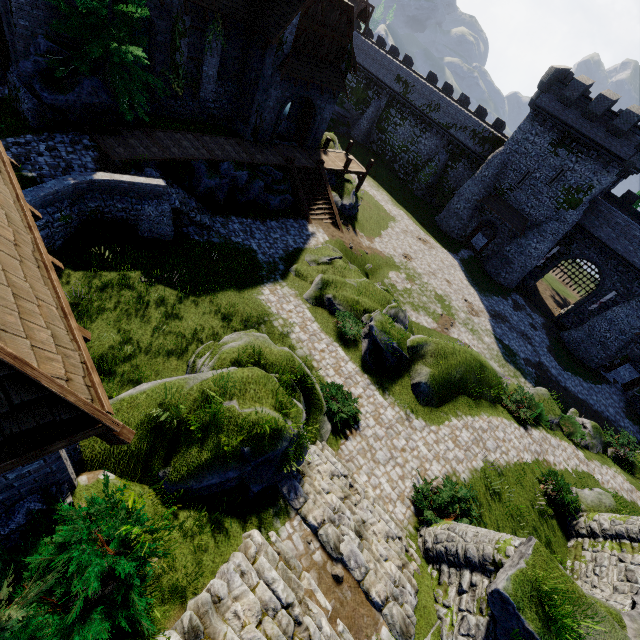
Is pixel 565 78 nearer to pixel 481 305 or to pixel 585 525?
pixel 481 305

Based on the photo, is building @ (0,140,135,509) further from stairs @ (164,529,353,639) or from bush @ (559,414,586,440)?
bush @ (559,414,586,440)

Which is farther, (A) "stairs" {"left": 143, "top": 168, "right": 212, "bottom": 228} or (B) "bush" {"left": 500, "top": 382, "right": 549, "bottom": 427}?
(B) "bush" {"left": 500, "top": 382, "right": 549, "bottom": 427}

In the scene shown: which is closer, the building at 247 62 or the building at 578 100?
the building at 247 62

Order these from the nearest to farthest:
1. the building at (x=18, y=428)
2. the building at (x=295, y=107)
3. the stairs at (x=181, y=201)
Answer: the building at (x=18, y=428), the stairs at (x=181, y=201), the building at (x=295, y=107)

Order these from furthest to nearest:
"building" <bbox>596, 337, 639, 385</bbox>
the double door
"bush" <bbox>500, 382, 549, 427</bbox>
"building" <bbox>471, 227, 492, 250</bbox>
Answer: "building" <bbox>471, 227, 492, 250</bbox>
"building" <bbox>596, 337, 639, 385</bbox>
the double door
"bush" <bbox>500, 382, 549, 427</bbox>

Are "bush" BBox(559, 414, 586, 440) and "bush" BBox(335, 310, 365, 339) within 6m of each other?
no

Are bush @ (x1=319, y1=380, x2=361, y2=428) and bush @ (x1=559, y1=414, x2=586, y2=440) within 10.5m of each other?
no
